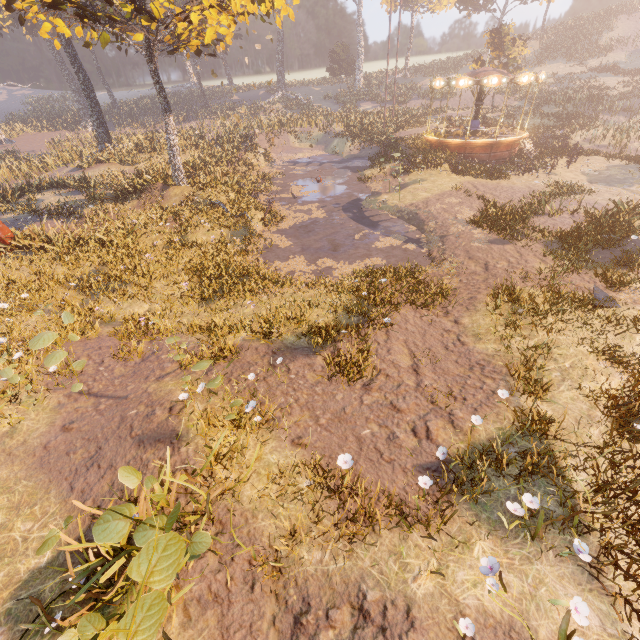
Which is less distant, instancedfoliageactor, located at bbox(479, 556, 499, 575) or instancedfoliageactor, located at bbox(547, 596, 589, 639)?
instancedfoliageactor, located at bbox(547, 596, 589, 639)

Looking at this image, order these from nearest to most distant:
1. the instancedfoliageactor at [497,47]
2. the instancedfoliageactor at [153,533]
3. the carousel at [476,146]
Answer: the instancedfoliageactor at [153,533], the carousel at [476,146], the instancedfoliageactor at [497,47]

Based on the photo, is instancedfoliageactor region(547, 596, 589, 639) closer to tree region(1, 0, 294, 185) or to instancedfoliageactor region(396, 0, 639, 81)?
tree region(1, 0, 294, 185)

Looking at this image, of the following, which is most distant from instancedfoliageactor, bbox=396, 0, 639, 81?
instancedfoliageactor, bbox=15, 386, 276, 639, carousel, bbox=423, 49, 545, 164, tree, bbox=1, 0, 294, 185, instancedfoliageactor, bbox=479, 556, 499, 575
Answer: instancedfoliageactor, bbox=479, 556, 499, 575

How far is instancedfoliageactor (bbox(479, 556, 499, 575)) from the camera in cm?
391

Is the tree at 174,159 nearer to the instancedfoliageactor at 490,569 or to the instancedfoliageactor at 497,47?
the instancedfoliageactor at 497,47

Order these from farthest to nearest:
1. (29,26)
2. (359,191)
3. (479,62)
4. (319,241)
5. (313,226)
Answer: (29,26) < (479,62) < (359,191) < (313,226) < (319,241)

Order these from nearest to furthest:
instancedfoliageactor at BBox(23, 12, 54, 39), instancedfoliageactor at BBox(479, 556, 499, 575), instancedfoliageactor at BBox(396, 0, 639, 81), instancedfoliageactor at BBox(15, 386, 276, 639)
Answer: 1. instancedfoliageactor at BBox(15, 386, 276, 639)
2. instancedfoliageactor at BBox(479, 556, 499, 575)
3. instancedfoliageactor at BBox(396, 0, 639, 81)
4. instancedfoliageactor at BBox(23, 12, 54, 39)
